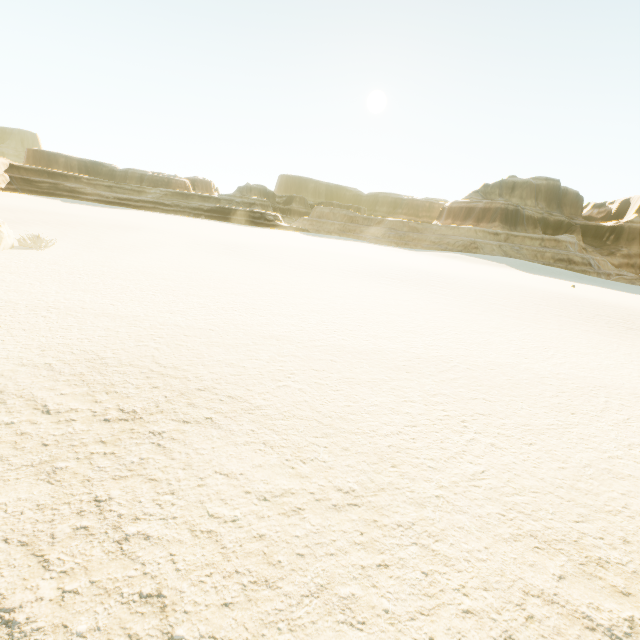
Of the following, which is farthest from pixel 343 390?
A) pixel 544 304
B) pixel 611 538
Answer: pixel 544 304
